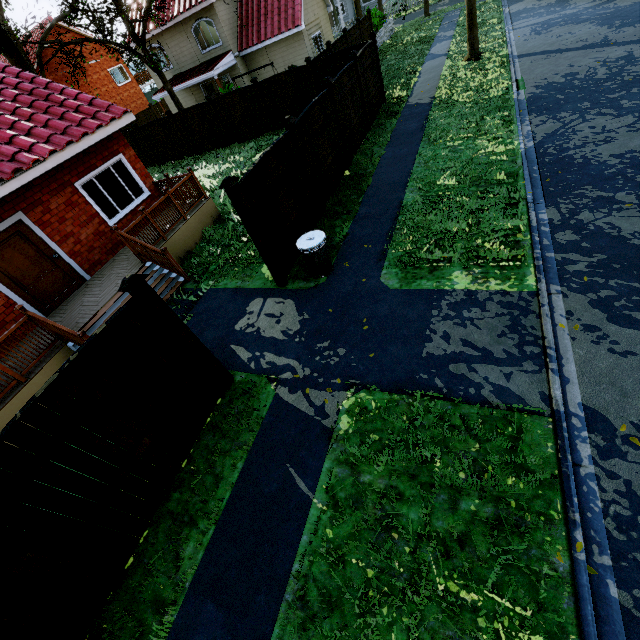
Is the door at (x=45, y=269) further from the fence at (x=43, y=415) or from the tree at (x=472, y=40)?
the tree at (x=472, y=40)

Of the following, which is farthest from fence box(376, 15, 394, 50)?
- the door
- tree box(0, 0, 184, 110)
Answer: the door

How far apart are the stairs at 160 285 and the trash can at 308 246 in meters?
3.7 m

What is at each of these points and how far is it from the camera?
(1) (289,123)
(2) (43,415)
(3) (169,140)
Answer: (1) fence post, 7.5m
(2) fence, 3.4m
(3) fence, 19.8m

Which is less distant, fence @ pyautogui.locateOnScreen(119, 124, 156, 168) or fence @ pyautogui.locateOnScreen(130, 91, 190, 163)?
fence @ pyautogui.locateOnScreen(130, 91, 190, 163)

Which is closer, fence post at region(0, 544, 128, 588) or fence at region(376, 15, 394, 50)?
fence post at region(0, 544, 128, 588)

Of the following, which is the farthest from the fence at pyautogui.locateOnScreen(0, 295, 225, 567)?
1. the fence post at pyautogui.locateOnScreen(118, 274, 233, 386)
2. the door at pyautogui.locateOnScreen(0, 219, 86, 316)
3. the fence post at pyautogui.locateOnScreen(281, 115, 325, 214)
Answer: the door at pyautogui.locateOnScreen(0, 219, 86, 316)

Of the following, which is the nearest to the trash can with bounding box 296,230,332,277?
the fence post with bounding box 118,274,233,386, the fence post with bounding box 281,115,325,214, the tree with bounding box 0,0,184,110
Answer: the fence post with bounding box 281,115,325,214
